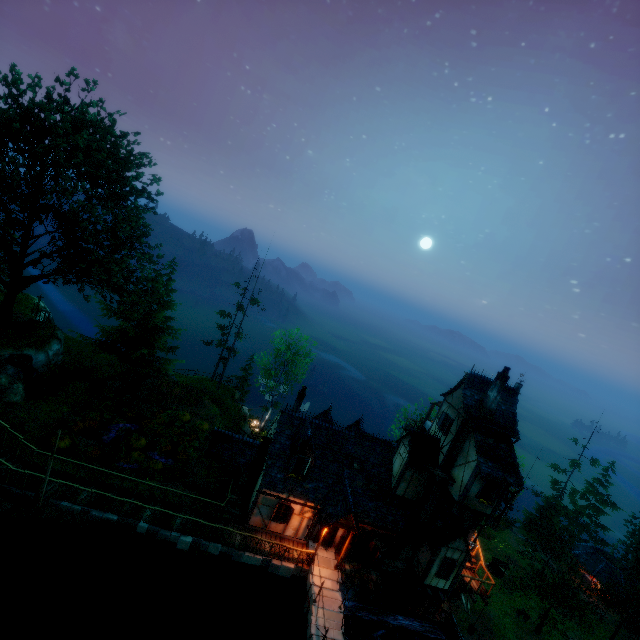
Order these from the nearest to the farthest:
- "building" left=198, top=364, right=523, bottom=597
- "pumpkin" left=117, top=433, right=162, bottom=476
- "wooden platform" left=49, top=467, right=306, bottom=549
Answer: "wooden platform" left=49, top=467, right=306, bottom=549 → "building" left=198, top=364, right=523, bottom=597 → "pumpkin" left=117, top=433, right=162, bottom=476

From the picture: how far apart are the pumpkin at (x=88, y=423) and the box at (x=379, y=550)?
21.6m

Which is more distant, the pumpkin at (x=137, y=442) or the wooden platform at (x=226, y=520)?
the pumpkin at (x=137, y=442)

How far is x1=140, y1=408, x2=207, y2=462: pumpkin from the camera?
24.2m

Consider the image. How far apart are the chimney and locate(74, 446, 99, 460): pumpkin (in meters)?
25.23

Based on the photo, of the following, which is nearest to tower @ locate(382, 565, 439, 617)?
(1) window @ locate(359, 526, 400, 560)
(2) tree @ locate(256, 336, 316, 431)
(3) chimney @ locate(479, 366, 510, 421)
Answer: (1) window @ locate(359, 526, 400, 560)

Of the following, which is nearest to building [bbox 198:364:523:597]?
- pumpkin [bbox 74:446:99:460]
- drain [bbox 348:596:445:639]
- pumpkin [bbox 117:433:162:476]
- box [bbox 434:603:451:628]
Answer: drain [bbox 348:596:445:639]

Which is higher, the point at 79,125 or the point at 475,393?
the point at 79,125
